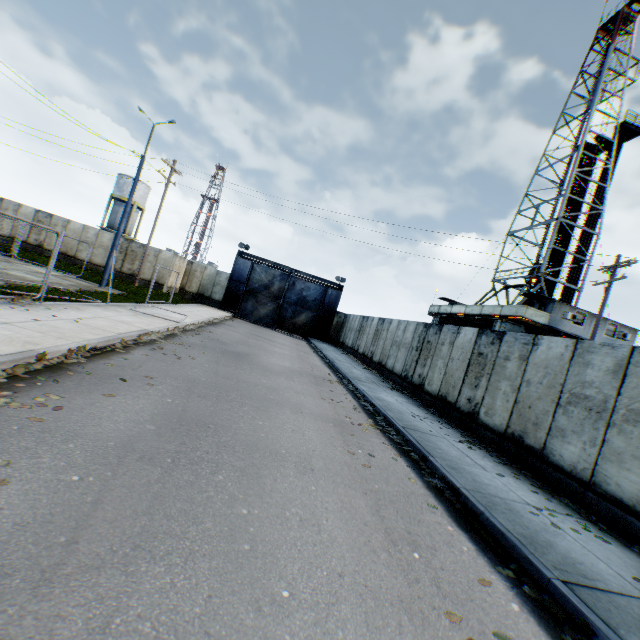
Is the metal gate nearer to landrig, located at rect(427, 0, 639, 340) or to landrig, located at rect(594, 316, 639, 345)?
landrig, located at rect(594, 316, 639, 345)

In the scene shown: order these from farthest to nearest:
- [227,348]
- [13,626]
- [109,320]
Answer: [227,348]
[109,320]
[13,626]

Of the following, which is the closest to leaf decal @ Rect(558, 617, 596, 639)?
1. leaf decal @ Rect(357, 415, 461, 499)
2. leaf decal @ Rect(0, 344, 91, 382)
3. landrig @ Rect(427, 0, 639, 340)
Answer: leaf decal @ Rect(357, 415, 461, 499)

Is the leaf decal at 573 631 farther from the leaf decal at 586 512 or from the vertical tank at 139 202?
the vertical tank at 139 202

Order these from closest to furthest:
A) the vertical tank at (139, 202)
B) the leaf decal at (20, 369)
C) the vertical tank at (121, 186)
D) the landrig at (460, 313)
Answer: the leaf decal at (20, 369), the landrig at (460, 313), the vertical tank at (121, 186), the vertical tank at (139, 202)

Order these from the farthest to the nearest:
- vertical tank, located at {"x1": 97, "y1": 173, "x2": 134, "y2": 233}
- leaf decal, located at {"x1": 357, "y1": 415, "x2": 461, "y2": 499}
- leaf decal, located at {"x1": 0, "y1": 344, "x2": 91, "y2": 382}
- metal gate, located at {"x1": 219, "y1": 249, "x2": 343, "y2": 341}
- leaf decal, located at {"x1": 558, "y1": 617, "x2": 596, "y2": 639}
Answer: vertical tank, located at {"x1": 97, "y1": 173, "x2": 134, "y2": 233}
metal gate, located at {"x1": 219, "y1": 249, "x2": 343, "y2": 341}
leaf decal, located at {"x1": 357, "y1": 415, "x2": 461, "y2": 499}
leaf decal, located at {"x1": 0, "y1": 344, "x2": 91, "y2": 382}
leaf decal, located at {"x1": 558, "y1": 617, "x2": 596, "y2": 639}

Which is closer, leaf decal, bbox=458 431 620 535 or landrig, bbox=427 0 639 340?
leaf decal, bbox=458 431 620 535

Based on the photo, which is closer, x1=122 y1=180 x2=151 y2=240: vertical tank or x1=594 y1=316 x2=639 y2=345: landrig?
x1=594 y1=316 x2=639 y2=345: landrig
